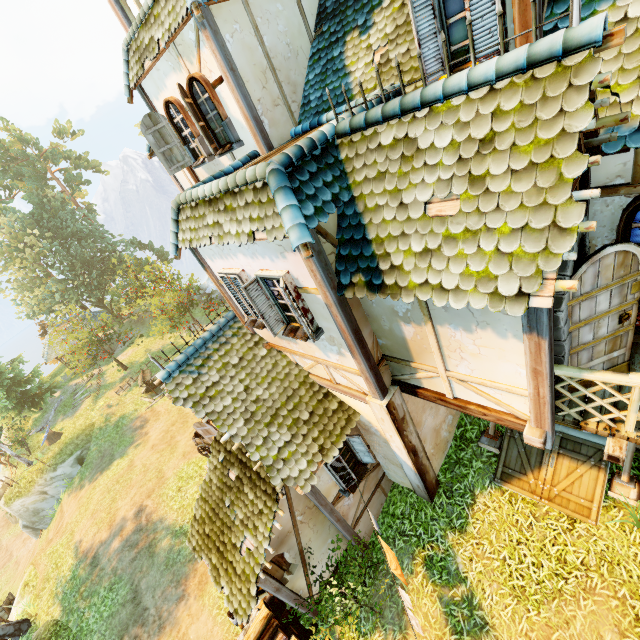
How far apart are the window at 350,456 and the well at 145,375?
20.6 meters

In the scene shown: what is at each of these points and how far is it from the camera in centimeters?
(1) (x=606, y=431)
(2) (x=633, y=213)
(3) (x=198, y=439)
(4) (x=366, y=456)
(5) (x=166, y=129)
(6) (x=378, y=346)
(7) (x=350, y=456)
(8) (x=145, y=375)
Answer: (1) wooden platform, 407cm
(2) window, 386cm
(3) cart, 1512cm
(4) window shutters, 759cm
(5) window shutters, 820cm
(6) building, 578cm
(7) window, 758cm
(8) well, 2406cm

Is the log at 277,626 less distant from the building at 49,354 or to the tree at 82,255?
the tree at 82,255

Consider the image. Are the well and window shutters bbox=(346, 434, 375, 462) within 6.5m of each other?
no

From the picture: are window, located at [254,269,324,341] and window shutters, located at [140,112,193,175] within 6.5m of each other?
yes

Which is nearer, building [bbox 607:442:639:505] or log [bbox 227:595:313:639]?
building [bbox 607:442:639:505]

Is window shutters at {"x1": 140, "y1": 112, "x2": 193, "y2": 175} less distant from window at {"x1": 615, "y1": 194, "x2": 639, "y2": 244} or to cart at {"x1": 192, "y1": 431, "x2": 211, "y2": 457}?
window at {"x1": 615, "y1": 194, "x2": 639, "y2": 244}

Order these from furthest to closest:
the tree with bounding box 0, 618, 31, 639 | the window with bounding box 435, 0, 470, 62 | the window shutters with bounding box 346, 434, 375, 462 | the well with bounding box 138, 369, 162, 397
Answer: the well with bounding box 138, 369, 162, 397
the tree with bounding box 0, 618, 31, 639
the window shutters with bounding box 346, 434, 375, 462
the window with bounding box 435, 0, 470, 62
